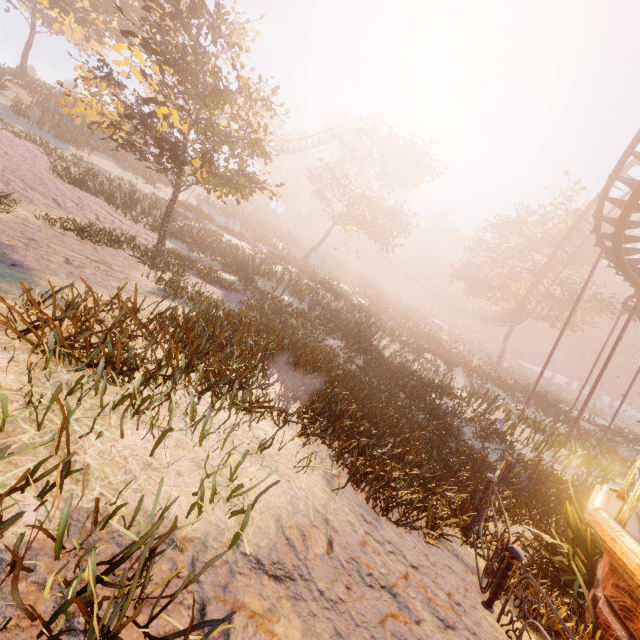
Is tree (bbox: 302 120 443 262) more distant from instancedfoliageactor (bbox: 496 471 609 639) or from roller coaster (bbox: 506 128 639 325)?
instancedfoliageactor (bbox: 496 471 609 639)

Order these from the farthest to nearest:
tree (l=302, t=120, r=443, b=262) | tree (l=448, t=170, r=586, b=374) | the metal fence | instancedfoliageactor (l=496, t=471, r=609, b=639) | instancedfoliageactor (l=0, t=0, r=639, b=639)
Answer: tree (l=448, t=170, r=586, b=374), tree (l=302, t=120, r=443, b=262), instancedfoliageactor (l=496, t=471, r=609, b=639), the metal fence, instancedfoliageactor (l=0, t=0, r=639, b=639)

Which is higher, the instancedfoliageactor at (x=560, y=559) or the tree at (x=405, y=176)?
the tree at (x=405, y=176)

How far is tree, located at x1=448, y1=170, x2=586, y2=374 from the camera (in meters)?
31.30

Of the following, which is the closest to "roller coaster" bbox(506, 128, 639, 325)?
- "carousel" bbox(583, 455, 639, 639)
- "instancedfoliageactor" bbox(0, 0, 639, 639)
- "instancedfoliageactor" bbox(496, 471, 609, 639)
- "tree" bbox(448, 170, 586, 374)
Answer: "tree" bbox(448, 170, 586, 374)

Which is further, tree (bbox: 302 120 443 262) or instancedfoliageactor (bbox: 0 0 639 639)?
tree (bbox: 302 120 443 262)

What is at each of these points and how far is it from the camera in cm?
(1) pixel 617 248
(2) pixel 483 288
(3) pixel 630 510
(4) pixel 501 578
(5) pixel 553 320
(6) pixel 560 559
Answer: (1) roller coaster, 1341
(2) tree, 4009
(3) carousel, 413
(4) metal fence, 342
(5) tree, 3616
(6) instancedfoliageactor, 532

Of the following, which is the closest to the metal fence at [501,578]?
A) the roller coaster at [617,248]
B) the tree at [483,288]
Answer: the roller coaster at [617,248]
